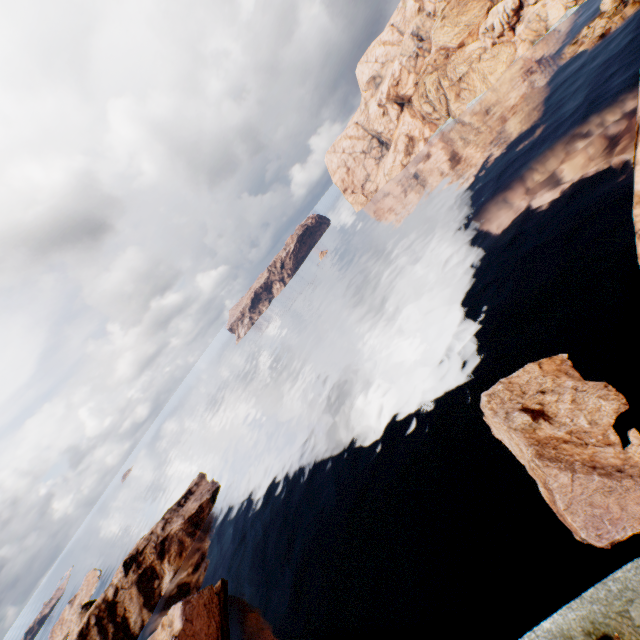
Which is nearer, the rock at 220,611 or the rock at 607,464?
A: the rock at 607,464

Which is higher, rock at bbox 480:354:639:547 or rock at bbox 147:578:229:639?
rock at bbox 147:578:229:639

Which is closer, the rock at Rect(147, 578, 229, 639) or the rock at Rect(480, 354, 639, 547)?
the rock at Rect(480, 354, 639, 547)

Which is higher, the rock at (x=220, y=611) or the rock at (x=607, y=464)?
the rock at (x=220, y=611)

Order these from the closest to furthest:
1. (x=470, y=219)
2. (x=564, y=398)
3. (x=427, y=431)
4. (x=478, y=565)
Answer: (x=478, y=565)
(x=564, y=398)
(x=427, y=431)
(x=470, y=219)
